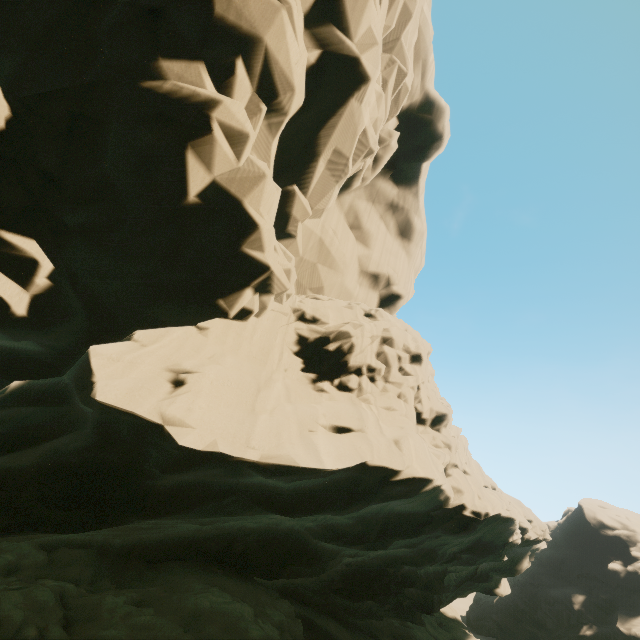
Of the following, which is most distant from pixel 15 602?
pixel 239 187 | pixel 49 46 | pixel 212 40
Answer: pixel 212 40
